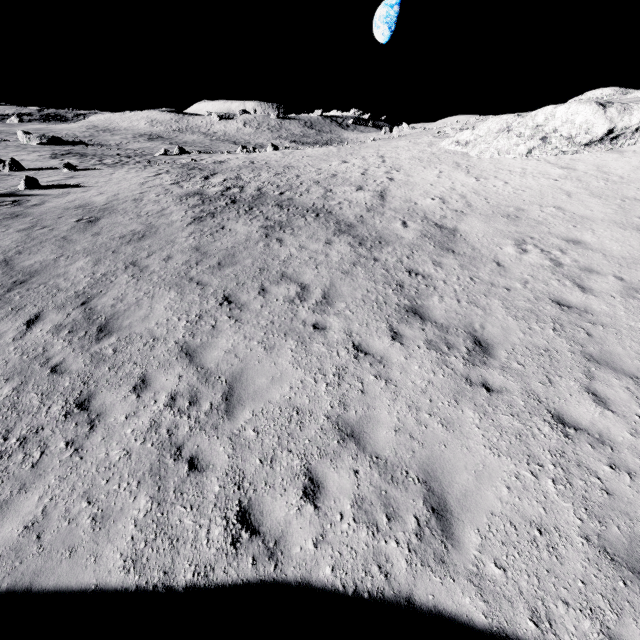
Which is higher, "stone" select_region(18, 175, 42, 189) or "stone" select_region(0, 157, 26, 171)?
"stone" select_region(18, 175, 42, 189)

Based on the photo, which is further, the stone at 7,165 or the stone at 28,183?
the stone at 7,165

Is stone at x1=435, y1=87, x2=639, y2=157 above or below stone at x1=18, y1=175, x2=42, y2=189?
above

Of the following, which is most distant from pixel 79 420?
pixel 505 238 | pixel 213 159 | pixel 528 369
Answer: pixel 213 159

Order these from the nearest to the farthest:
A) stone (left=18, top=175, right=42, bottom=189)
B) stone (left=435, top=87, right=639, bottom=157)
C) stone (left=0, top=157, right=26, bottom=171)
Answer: stone (left=435, top=87, right=639, bottom=157), stone (left=18, top=175, right=42, bottom=189), stone (left=0, top=157, right=26, bottom=171)

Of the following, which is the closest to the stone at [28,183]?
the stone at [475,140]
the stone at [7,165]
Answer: the stone at [7,165]

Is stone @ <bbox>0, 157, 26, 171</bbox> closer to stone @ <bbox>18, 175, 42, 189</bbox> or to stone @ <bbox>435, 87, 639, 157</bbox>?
stone @ <bbox>18, 175, 42, 189</bbox>

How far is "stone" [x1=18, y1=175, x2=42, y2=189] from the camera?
18.7 meters
